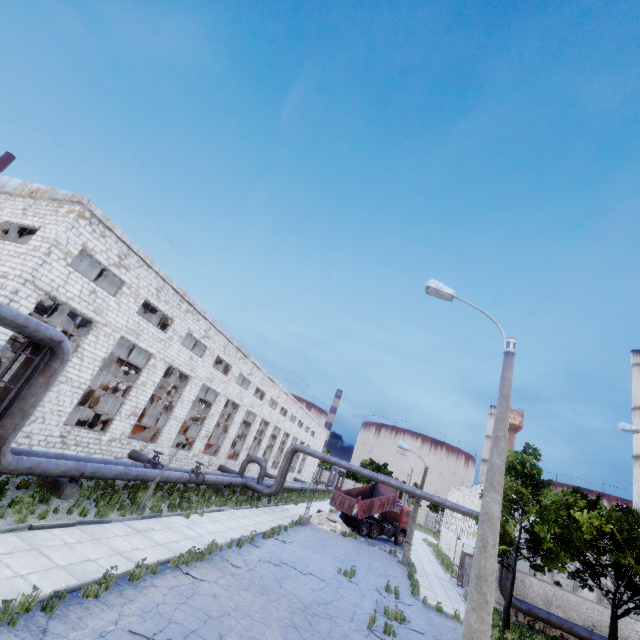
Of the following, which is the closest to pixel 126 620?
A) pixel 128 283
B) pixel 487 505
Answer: pixel 487 505

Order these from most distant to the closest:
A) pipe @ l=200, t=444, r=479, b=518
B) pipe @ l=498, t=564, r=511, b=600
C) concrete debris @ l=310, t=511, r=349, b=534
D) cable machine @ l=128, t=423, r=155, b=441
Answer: concrete debris @ l=310, t=511, r=349, b=534 < cable machine @ l=128, t=423, r=155, b=441 < pipe @ l=200, t=444, r=479, b=518 < pipe @ l=498, t=564, r=511, b=600

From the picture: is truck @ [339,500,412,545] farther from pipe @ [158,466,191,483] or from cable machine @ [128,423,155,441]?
pipe @ [158,466,191,483]

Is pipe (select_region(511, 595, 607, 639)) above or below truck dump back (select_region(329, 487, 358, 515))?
below

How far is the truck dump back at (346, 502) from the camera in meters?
29.2 m

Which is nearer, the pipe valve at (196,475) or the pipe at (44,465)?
the pipe at (44,465)

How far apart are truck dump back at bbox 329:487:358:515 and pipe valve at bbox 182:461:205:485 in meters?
14.5 m

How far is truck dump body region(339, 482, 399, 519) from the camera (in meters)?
29.69
